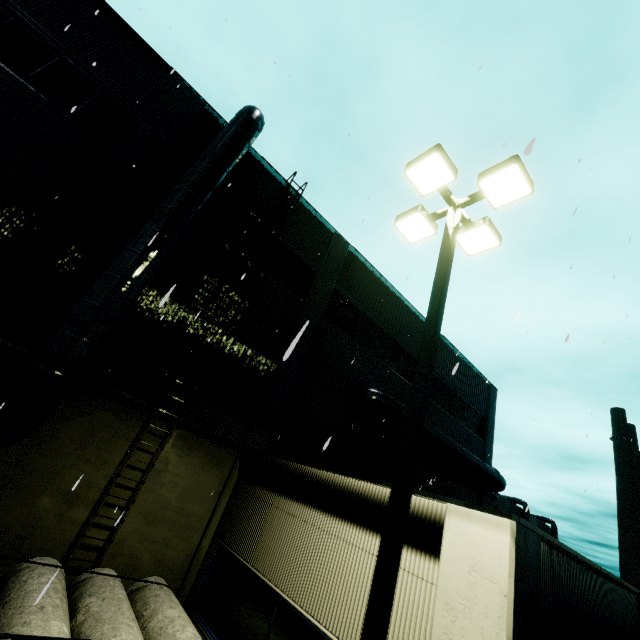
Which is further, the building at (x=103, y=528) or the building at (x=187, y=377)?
the building at (x=187, y=377)

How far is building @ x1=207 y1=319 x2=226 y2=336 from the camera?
10.55m

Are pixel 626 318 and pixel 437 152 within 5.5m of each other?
yes

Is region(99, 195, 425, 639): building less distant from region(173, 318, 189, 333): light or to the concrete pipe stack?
region(173, 318, 189, 333): light

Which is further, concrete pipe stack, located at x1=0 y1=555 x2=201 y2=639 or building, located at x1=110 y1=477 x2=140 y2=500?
building, located at x1=110 y1=477 x2=140 y2=500

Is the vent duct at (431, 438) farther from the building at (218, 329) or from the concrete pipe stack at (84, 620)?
the concrete pipe stack at (84, 620)

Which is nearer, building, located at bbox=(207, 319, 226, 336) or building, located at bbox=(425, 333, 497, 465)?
building, located at bbox=(207, 319, 226, 336)
